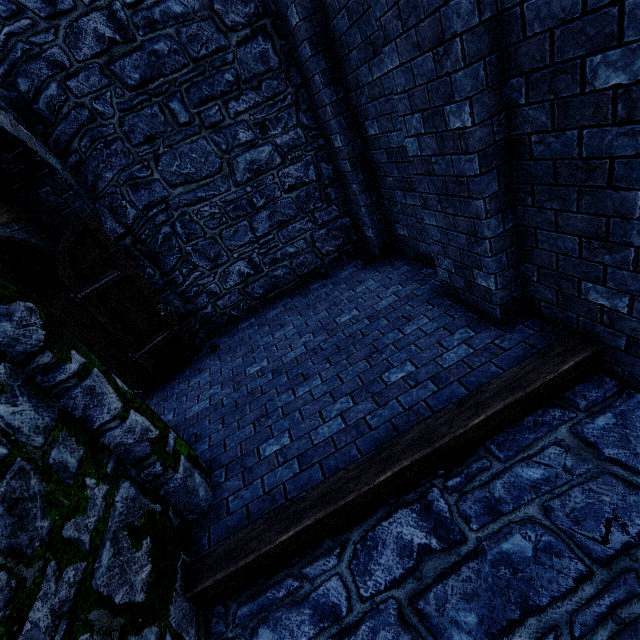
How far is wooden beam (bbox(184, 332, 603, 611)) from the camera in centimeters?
249cm

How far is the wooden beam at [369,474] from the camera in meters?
2.5 m

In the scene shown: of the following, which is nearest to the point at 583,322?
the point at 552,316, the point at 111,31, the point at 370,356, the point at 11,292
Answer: the point at 552,316

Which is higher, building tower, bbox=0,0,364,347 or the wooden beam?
building tower, bbox=0,0,364,347

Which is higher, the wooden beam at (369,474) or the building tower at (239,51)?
the building tower at (239,51)

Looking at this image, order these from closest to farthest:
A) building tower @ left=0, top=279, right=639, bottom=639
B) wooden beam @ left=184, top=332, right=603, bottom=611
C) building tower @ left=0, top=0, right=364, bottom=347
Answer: building tower @ left=0, top=279, right=639, bottom=639
wooden beam @ left=184, top=332, right=603, bottom=611
building tower @ left=0, top=0, right=364, bottom=347

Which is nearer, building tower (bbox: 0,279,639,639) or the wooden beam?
building tower (bbox: 0,279,639,639)
